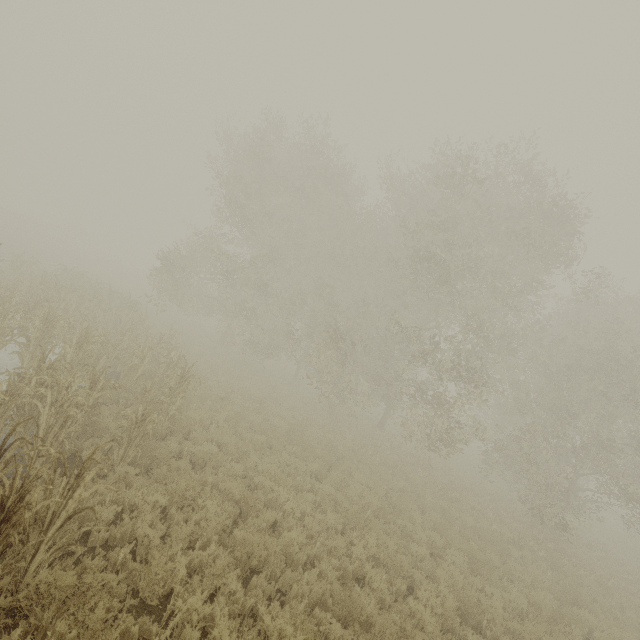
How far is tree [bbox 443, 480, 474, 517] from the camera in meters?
12.3

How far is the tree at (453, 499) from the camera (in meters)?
12.27

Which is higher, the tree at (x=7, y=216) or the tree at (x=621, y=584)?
the tree at (x=7, y=216)

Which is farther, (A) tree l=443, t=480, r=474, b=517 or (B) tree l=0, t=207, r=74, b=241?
(B) tree l=0, t=207, r=74, b=241

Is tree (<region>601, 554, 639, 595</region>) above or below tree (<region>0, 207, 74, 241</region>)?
below

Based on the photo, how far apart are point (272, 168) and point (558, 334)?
20.49m
